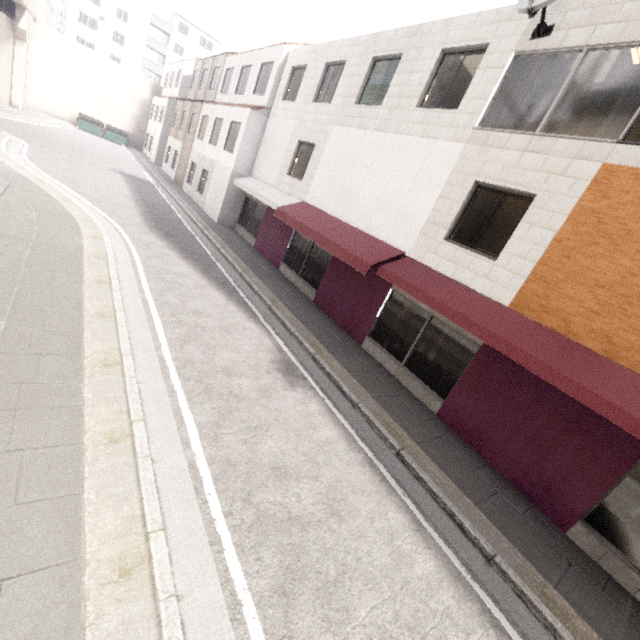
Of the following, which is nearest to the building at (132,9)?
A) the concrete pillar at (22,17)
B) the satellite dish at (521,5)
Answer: the concrete pillar at (22,17)

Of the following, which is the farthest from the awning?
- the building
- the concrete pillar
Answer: the building

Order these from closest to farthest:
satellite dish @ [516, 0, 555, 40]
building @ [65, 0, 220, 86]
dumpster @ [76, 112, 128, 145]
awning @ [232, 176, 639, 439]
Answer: awning @ [232, 176, 639, 439], satellite dish @ [516, 0, 555, 40], dumpster @ [76, 112, 128, 145], building @ [65, 0, 220, 86]

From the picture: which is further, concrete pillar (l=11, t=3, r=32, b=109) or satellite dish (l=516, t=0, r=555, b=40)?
concrete pillar (l=11, t=3, r=32, b=109)

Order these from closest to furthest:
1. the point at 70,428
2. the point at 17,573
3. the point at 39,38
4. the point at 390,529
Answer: the point at 17,573, the point at 70,428, the point at 390,529, the point at 39,38

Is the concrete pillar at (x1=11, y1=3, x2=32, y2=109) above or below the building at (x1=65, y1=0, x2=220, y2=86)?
below

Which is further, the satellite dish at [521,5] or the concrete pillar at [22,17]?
the concrete pillar at [22,17]

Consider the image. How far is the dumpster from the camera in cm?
3206
